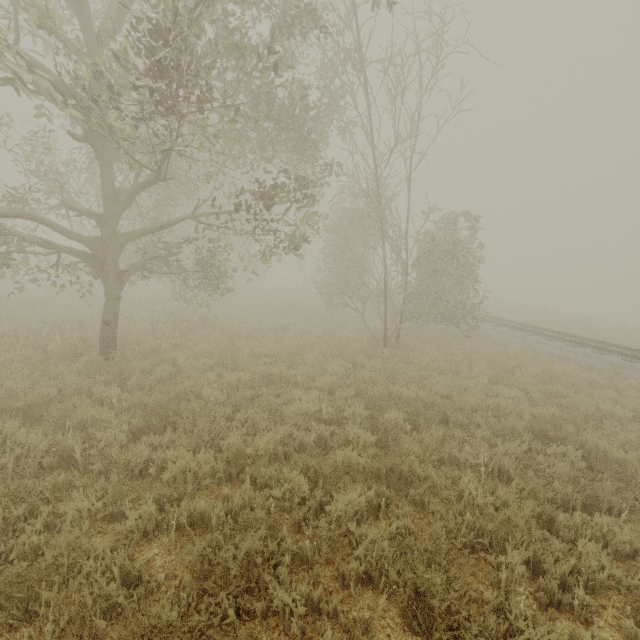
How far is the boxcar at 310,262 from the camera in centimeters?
5328cm

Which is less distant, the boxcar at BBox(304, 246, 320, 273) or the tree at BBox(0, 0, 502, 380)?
the tree at BBox(0, 0, 502, 380)

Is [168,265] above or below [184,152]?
below

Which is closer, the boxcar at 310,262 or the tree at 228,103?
the tree at 228,103

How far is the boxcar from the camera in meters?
53.3 m
